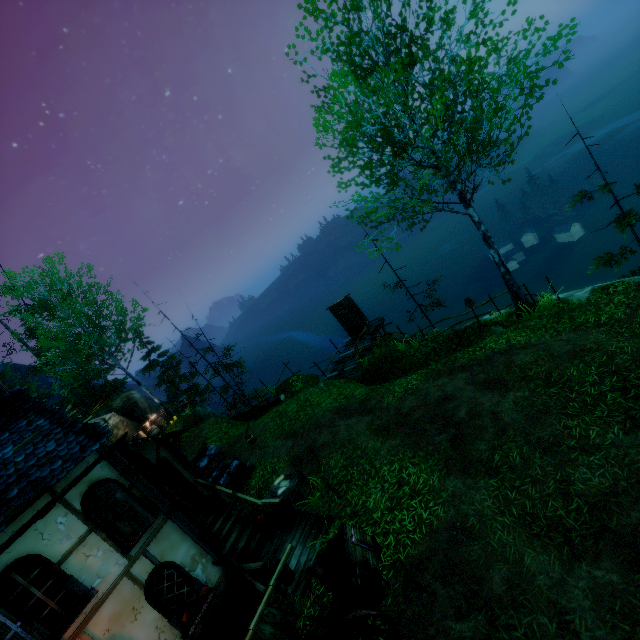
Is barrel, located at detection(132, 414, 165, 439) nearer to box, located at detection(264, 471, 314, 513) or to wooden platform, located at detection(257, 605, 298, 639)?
box, located at detection(264, 471, 314, 513)

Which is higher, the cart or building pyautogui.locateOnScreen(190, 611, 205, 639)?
building pyautogui.locateOnScreen(190, 611, 205, 639)

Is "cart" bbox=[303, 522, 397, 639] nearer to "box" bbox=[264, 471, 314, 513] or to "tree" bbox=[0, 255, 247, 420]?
→ "box" bbox=[264, 471, 314, 513]

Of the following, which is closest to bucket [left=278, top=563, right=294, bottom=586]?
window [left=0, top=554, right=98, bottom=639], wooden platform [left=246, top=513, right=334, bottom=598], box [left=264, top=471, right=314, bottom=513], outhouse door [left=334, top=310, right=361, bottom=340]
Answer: wooden platform [left=246, top=513, right=334, bottom=598]

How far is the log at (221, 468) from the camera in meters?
11.9 m

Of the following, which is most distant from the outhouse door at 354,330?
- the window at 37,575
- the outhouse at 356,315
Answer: the window at 37,575

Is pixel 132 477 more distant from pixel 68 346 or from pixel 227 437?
pixel 68 346

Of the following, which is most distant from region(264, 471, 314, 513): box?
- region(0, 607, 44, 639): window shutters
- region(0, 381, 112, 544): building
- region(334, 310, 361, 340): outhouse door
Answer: region(334, 310, 361, 340): outhouse door
